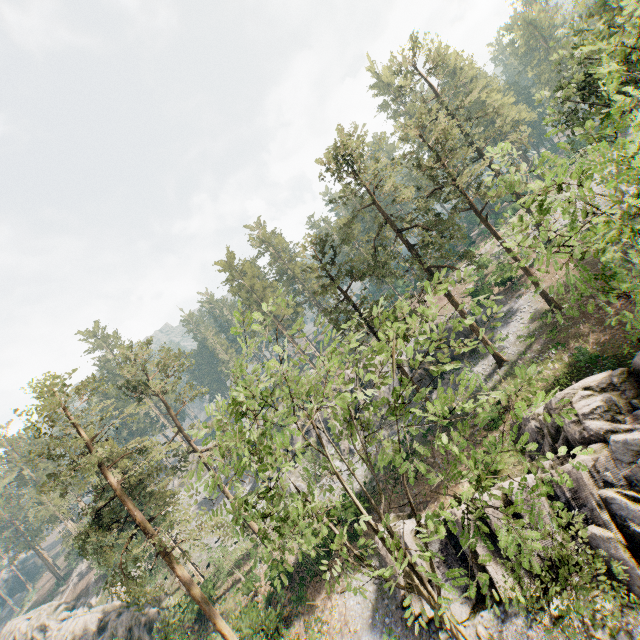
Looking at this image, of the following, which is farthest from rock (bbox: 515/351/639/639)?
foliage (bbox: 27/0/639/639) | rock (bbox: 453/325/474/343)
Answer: rock (bbox: 453/325/474/343)

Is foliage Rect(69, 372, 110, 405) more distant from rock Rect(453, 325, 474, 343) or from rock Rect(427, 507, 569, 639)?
rock Rect(453, 325, 474, 343)

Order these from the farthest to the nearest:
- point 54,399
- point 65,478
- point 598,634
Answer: point 54,399 → point 65,478 → point 598,634

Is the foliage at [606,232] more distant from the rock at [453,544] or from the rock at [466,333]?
the rock at [466,333]

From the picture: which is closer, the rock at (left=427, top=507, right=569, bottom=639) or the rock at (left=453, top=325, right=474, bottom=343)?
the rock at (left=427, top=507, right=569, bottom=639)

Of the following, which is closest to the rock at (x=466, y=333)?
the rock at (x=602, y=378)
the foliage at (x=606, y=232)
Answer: the foliage at (x=606, y=232)

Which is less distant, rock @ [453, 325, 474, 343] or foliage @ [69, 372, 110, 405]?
foliage @ [69, 372, 110, 405]
